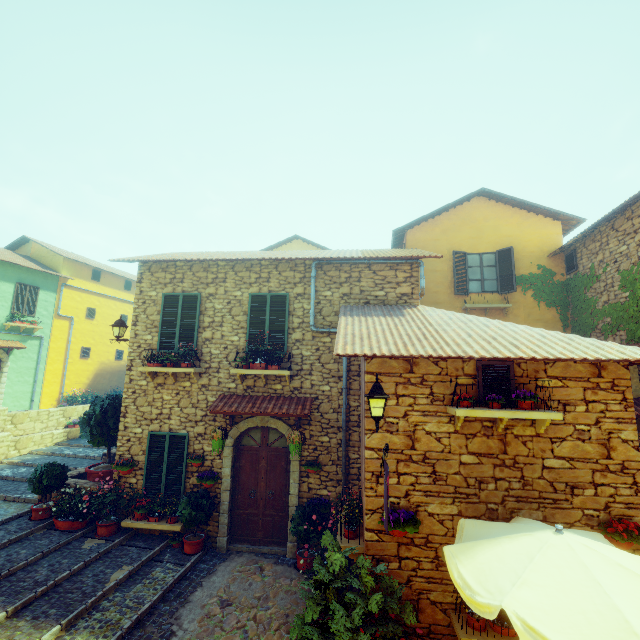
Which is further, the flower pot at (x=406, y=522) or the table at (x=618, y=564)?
the flower pot at (x=406, y=522)

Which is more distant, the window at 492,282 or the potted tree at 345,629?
the window at 492,282

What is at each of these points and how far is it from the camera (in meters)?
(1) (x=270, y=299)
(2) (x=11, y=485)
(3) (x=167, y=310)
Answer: (1) window, 8.70
(2) stair, 9.72
(3) window, 8.93

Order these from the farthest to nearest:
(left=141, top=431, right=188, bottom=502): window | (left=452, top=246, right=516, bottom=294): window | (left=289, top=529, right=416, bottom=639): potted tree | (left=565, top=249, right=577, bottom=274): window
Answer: (left=452, top=246, right=516, bottom=294): window, (left=565, top=249, right=577, bottom=274): window, (left=141, top=431, right=188, bottom=502): window, (left=289, top=529, right=416, bottom=639): potted tree

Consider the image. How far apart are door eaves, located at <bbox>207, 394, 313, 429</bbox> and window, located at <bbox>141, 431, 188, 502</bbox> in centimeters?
108cm

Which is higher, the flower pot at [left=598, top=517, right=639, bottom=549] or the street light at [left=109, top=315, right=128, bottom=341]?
the street light at [left=109, top=315, right=128, bottom=341]

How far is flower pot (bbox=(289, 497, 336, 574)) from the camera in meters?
6.8

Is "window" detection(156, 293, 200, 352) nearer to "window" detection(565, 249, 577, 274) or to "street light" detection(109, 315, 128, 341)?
"street light" detection(109, 315, 128, 341)
